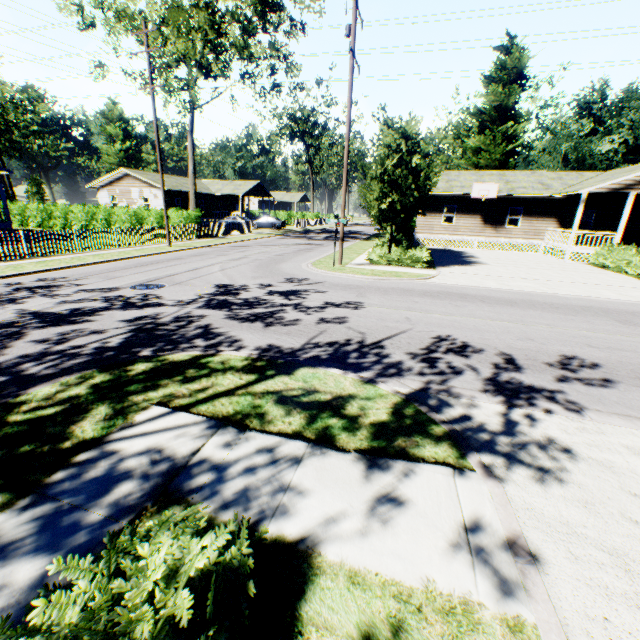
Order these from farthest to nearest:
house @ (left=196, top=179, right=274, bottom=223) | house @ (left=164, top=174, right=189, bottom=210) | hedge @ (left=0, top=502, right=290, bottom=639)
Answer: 1. house @ (left=196, top=179, right=274, bottom=223)
2. house @ (left=164, top=174, right=189, bottom=210)
3. hedge @ (left=0, top=502, right=290, bottom=639)

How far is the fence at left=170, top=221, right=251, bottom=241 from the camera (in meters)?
24.74

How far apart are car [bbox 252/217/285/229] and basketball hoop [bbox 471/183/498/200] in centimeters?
2514cm

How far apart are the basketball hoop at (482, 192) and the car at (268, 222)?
25.1m

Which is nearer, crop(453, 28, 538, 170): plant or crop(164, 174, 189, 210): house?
crop(453, 28, 538, 170): plant

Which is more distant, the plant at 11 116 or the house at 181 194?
the plant at 11 116

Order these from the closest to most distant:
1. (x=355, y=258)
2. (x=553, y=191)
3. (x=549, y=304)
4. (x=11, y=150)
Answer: (x=549, y=304) → (x=355, y=258) → (x=553, y=191) → (x=11, y=150)

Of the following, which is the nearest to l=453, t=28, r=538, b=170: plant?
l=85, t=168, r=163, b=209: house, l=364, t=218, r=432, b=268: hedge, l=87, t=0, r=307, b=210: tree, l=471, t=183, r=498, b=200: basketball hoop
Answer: l=364, t=218, r=432, b=268: hedge
